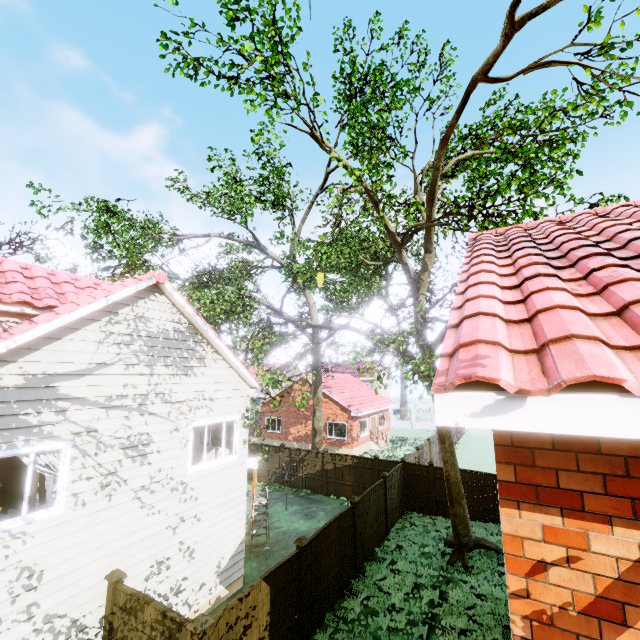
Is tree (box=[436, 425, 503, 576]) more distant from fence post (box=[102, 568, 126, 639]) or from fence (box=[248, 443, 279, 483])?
fence post (box=[102, 568, 126, 639])

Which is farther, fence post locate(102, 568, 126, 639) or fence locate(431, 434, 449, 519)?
fence locate(431, 434, 449, 519)

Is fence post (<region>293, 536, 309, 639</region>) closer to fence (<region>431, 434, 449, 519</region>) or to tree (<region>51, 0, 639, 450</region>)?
fence (<region>431, 434, 449, 519</region>)

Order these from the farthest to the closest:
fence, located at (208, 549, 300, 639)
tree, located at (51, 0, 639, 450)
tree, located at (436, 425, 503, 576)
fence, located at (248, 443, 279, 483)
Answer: fence, located at (248, 443, 279, 483)
tree, located at (436, 425, 503, 576)
tree, located at (51, 0, 639, 450)
fence, located at (208, 549, 300, 639)

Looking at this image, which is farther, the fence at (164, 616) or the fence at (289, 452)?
the fence at (289, 452)

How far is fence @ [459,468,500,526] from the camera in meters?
14.5 m

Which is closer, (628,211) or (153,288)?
(628,211)

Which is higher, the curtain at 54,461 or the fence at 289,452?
the curtain at 54,461
